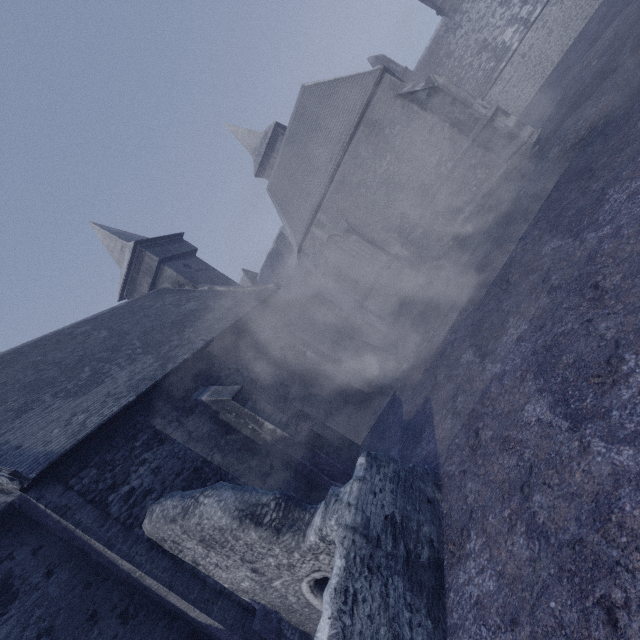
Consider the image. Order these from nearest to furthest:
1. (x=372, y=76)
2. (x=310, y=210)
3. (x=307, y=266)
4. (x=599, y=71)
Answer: (x=599, y=71) < (x=372, y=76) < (x=310, y=210) < (x=307, y=266)
